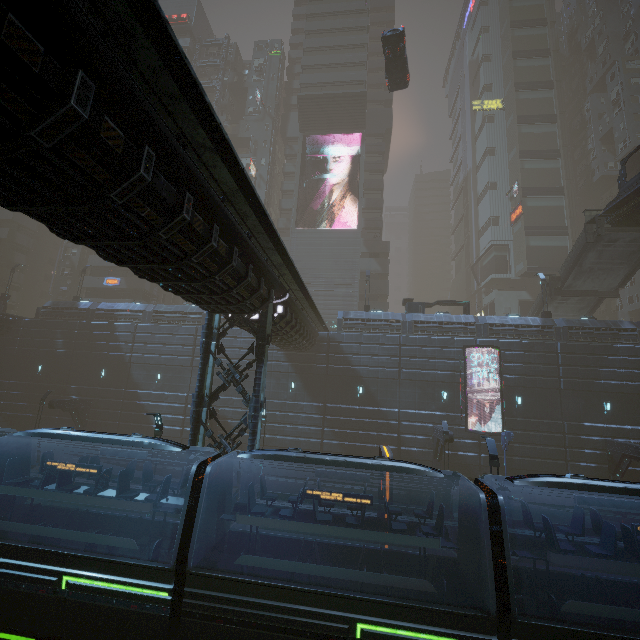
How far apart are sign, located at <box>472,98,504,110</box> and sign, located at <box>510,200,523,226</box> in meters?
17.8

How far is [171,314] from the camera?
30.09m

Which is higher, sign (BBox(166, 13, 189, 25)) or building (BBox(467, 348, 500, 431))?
sign (BBox(166, 13, 189, 25))

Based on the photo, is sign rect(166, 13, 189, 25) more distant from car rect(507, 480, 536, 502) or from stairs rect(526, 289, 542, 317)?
car rect(507, 480, 536, 502)

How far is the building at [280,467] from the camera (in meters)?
24.89

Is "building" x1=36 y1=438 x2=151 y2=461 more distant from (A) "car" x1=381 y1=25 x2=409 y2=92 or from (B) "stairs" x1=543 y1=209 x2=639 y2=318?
(B) "stairs" x1=543 y1=209 x2=639 y2=318

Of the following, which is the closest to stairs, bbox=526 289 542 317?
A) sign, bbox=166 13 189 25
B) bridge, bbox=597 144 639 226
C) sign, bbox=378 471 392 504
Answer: A: bridge, bbox=597 144 639 226

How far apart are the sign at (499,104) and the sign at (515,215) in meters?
17.8
